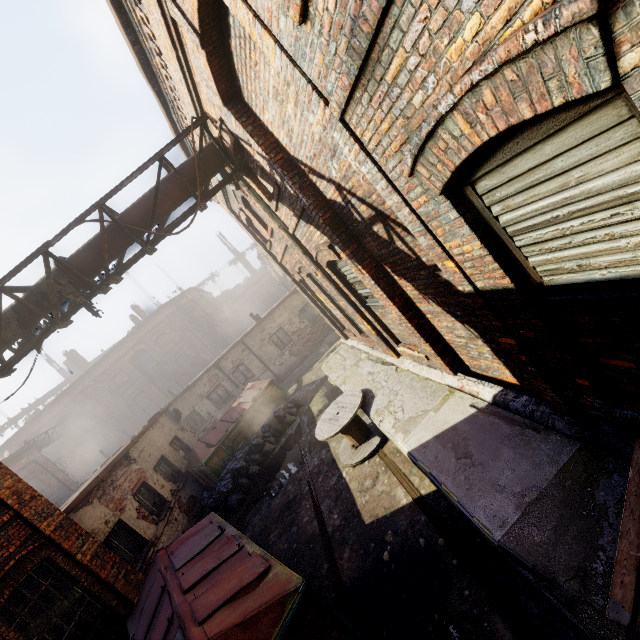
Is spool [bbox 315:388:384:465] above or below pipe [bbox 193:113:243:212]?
below

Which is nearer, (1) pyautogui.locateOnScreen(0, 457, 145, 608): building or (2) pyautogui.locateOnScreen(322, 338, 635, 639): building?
(2) pyautogui.locateOnScreen(322, 338, 635, 639): building

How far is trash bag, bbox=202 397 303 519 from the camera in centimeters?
1002cm

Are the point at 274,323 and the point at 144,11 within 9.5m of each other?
no

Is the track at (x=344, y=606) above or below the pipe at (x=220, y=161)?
below

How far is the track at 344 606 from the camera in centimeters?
471cm

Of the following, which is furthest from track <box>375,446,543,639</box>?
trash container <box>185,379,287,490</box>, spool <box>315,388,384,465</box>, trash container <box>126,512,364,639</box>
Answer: trash container <box>185,379,287,490</box>

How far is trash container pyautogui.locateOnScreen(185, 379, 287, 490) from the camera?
11.9m
